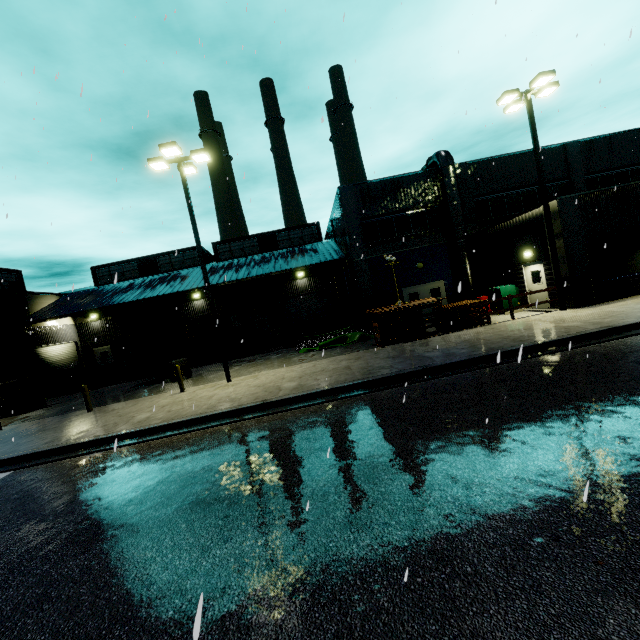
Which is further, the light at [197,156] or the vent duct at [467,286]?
the vent duct at [467,286]

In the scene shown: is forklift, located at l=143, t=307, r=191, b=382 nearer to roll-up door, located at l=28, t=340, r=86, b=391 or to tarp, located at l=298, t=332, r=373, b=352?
roll-up door, located at l=28, t=340, r=86, b=391

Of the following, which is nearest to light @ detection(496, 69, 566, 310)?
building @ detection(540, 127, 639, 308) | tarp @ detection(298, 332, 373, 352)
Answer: building @ detection(540, 127, 639, 308)

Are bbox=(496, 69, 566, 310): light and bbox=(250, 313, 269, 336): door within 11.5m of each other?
no

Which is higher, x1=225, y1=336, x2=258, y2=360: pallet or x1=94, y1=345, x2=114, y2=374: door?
x1=94, y1=345, x2=114, y2=374: door

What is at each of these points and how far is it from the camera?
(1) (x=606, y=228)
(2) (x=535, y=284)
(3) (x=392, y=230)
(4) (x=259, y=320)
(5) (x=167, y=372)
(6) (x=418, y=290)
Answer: (1) building, 14.4 meters
(2) door, 16.8 meters
(3) building, 22.2 meters
(4) door, 29.3 meters
(5) forklift, 18.4 meters
(6) door, 22.4 meters

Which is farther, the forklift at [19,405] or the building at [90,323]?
the building at [90,323]

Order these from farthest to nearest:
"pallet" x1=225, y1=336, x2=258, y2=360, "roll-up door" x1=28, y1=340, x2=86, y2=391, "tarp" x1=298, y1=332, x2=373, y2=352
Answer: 1. "roll-up door" x1=28, y1=340, x2=86, y2=391
2. "pallet" x1=225, y1=336, x2=258, y2=360
3. "tarp" x1=298, y1=332, x2=373, y2=352
